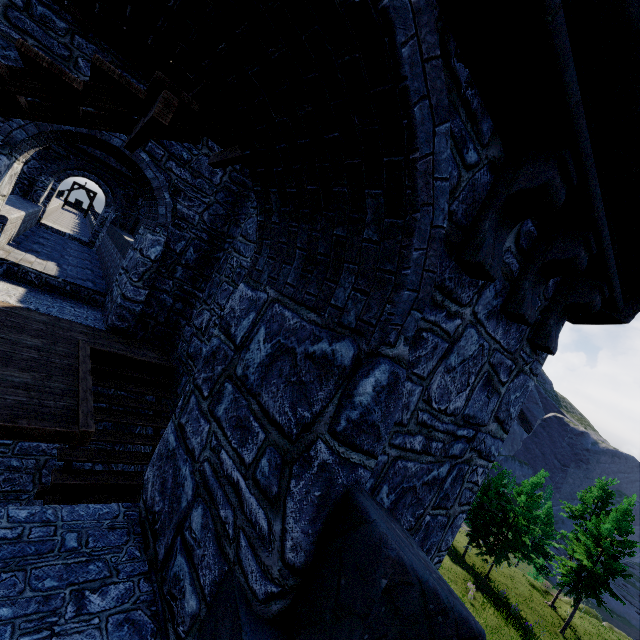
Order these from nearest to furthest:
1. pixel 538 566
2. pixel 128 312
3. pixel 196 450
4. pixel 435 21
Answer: pixel 435 21 → pixel 196 450 → pixel 128 312 → pixel 538 566
